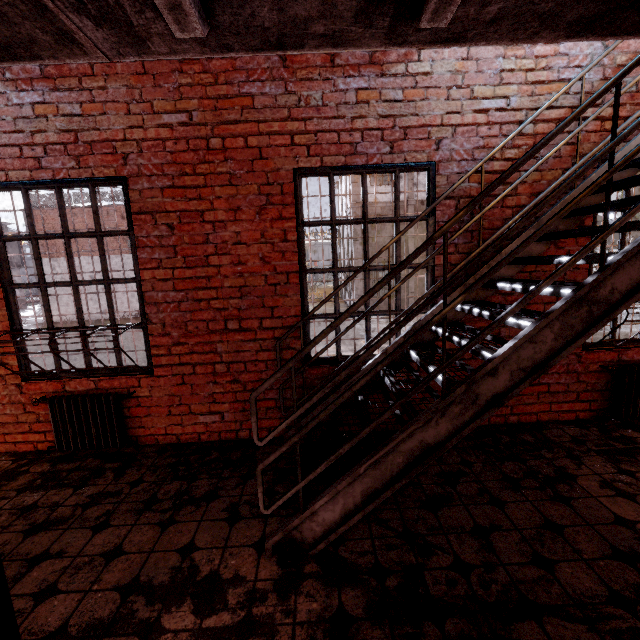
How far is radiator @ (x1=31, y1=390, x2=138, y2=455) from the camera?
3.3m

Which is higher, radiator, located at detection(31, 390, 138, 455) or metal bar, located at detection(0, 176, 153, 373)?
metal bar, located at detection(0, 176, 153, 373)

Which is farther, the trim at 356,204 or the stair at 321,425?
the trim at 356,204

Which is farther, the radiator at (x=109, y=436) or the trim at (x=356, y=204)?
the trim at (x=356, y=204)

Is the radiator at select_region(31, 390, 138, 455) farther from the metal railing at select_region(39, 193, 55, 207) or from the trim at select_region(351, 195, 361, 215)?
the metal railing at select_region(39, 193, 55, 207)

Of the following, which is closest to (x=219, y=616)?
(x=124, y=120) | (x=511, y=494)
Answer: (x=511, y=494)

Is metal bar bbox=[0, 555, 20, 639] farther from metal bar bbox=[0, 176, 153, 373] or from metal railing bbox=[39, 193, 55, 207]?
metal railing bbox=[39, 193, 55, 207]

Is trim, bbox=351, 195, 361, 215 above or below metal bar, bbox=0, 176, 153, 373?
above
